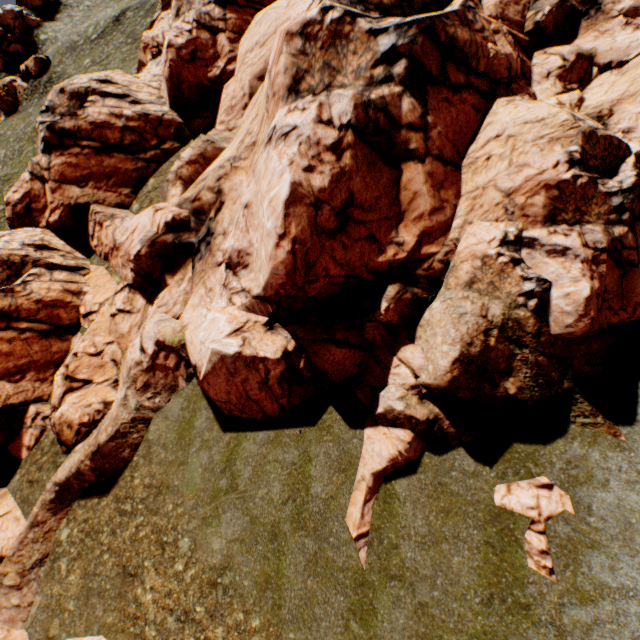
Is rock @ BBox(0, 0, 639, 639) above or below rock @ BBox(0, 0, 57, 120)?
below

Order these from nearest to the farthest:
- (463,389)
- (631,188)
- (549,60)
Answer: (631,188)
(463,389)
(549,60)

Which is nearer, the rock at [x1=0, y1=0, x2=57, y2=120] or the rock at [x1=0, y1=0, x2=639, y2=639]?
the rock at [x1=0, y1=0, x2=639, y2=639]

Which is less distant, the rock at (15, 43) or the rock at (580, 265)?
the rock at (580, 265)

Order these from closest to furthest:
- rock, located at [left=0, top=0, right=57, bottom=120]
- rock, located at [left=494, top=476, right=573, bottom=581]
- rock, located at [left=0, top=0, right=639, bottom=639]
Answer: rock, located at [left=494, top=476, right=573, bottom=581] → rock, located at [left=0, top=0, right=639, bottom=639] → rock, located at [left=0, top=0, right=57, bottom=120]

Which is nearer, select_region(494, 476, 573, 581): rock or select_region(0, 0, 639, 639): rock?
select_region(494, 476, 573, 581): rock

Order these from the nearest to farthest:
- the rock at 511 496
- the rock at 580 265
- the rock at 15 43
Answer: the rock at 511 496, the rock at 580 265, the rock at 15 43
